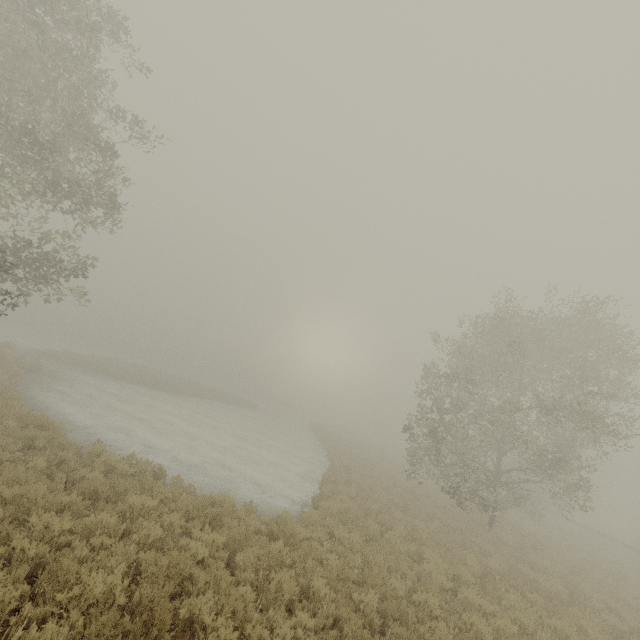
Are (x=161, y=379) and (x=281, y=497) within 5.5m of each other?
no
